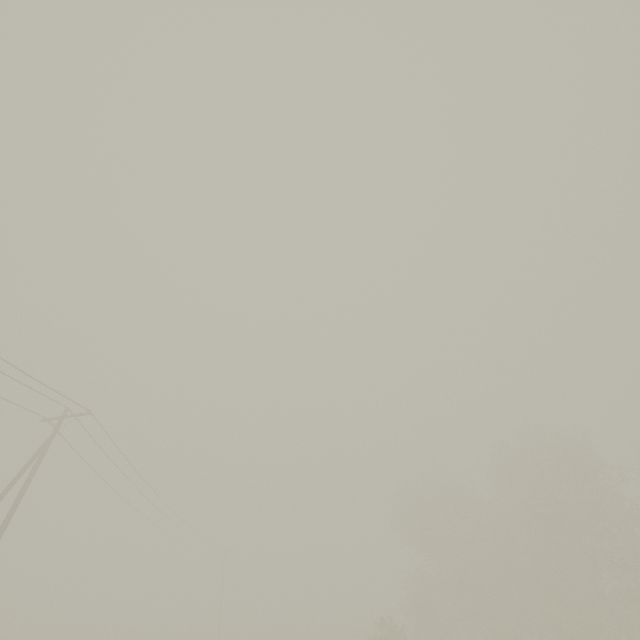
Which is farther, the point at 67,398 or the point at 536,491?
the point at 536,491
